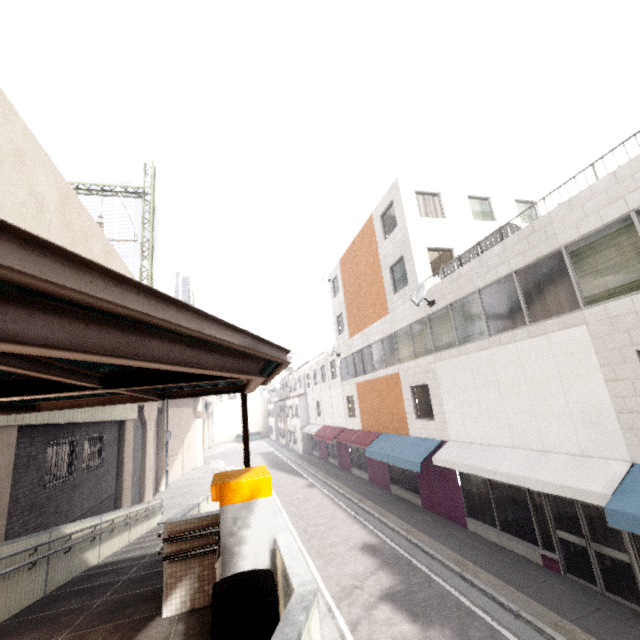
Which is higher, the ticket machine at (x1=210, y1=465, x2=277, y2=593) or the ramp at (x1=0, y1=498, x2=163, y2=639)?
the ticket machine at (x1=210, y1=465, x2=277, y2=593)

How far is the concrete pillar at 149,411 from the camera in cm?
1981

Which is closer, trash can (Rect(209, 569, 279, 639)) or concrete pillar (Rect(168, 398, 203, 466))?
trash can (Rect(209, 569, 279, 639))

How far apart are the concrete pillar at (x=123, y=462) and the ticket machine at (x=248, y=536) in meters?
14.1

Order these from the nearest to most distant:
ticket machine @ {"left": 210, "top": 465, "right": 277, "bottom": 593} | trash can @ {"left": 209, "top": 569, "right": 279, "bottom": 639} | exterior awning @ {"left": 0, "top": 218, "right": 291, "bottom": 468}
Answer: exterior awning @ {"left": 0, "top": 218, "right": 291, "bottom": 468}
trash can @ {"left": 209, "top": 569, "right": 279, "bottom": 639}
ticket machine @ {"left": 210, "top": 465, "right": 277, "bottom": 593}

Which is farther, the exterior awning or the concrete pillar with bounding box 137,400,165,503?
the concrete pillar with bounding box 137,400,165,503

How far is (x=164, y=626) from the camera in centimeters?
437cm

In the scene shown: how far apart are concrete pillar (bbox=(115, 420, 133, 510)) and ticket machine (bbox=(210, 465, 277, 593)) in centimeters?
1407cm
